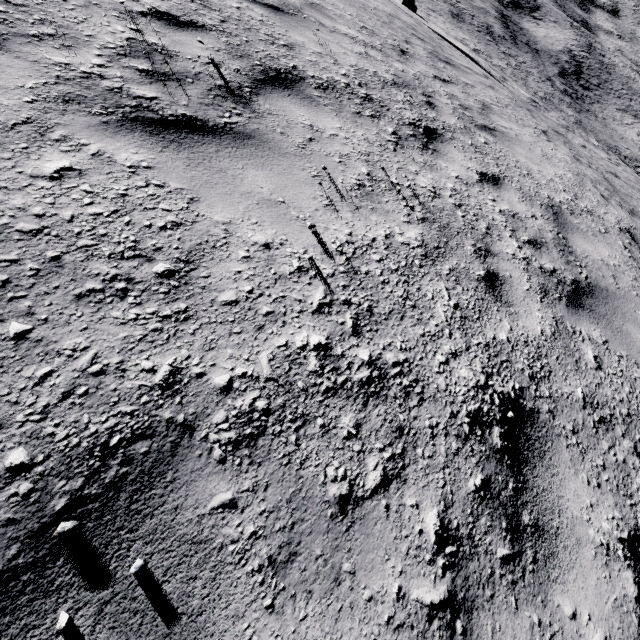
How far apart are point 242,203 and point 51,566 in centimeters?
197cm
